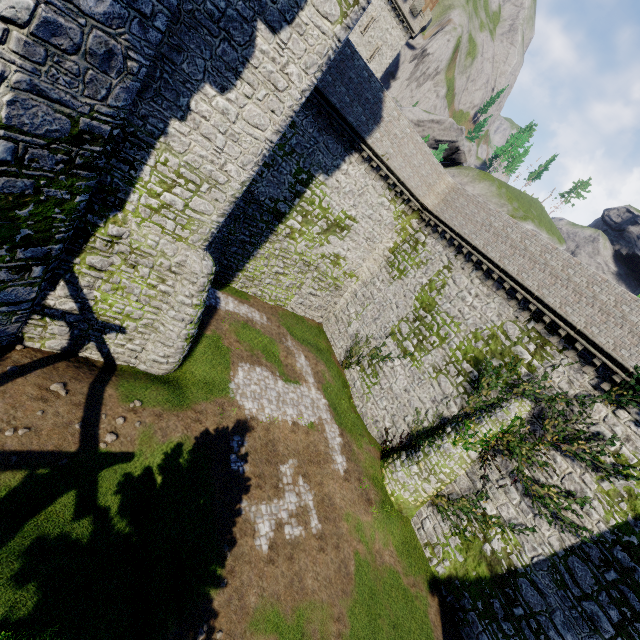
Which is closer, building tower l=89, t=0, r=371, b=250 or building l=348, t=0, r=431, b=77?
building tower l=89, t=0, r=371, b=250

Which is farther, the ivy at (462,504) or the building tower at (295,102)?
the ivy at (462,504)

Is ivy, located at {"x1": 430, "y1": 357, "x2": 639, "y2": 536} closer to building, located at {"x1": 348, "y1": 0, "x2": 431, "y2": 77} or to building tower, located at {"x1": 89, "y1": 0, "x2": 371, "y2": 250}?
building tower, located at {"x1": 89, "y1": 0, "x2": 371, "y2": 250}

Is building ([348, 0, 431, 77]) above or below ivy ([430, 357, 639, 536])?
above

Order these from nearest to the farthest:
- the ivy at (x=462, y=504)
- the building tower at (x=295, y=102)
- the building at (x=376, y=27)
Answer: the building tower at (x=295, y=102) → the ivy at (x=462, y=504) → the building at (x=376, y=27)

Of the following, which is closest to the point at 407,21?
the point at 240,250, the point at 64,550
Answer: the point at 240,250

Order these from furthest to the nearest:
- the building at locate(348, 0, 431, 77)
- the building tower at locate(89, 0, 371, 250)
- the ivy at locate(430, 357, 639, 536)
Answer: the building at locate(348, 0, 431, 77)
the ivy at locate(430, 357, 639, 536)
the building tower at locate(89, 0, 371, 250)

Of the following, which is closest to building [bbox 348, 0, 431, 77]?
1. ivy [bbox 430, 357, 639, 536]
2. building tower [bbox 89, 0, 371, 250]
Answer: building tower [bbox 89, 0, 371, 250]
